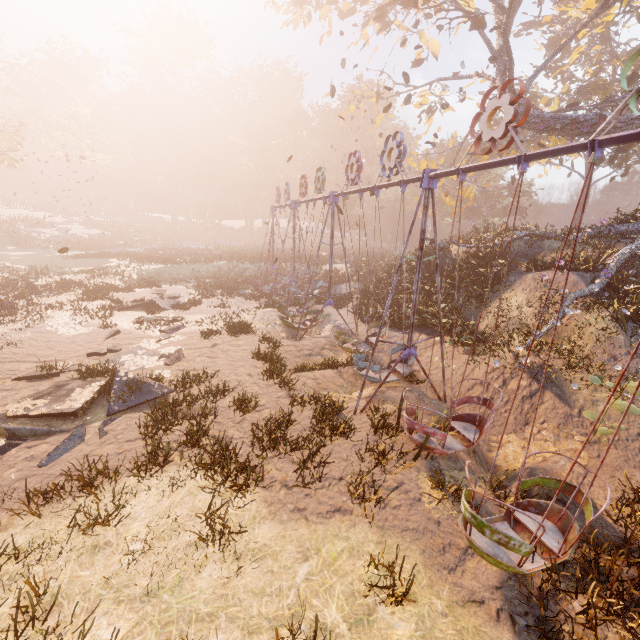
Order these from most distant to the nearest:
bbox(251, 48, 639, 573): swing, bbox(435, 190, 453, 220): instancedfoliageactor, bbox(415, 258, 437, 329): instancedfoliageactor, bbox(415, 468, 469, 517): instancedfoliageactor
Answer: bbox(435, 190, 453, 220): instancedfoliageactor → bbox(415, 258, 437, 329): instancedfoliageactor → bbox(415, 468, 469, 517): instancedfoliageactor → bbox(251, 48, 639, 573): swing

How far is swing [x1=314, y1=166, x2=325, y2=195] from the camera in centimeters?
1384cm

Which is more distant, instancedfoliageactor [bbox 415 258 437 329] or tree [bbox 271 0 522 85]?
instancedfoliageactor [bbox 415 258 437 329]

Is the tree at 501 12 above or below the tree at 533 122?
above

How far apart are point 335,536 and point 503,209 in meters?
52.5

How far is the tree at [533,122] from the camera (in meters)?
15.06

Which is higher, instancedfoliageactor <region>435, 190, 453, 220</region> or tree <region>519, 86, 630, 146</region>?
tree <region>519, 86, 630, 146</region>

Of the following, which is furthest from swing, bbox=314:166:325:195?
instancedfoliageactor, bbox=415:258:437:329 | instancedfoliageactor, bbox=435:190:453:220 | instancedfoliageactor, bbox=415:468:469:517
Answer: instancedfoliageactor, bbox=435:190:453:220
